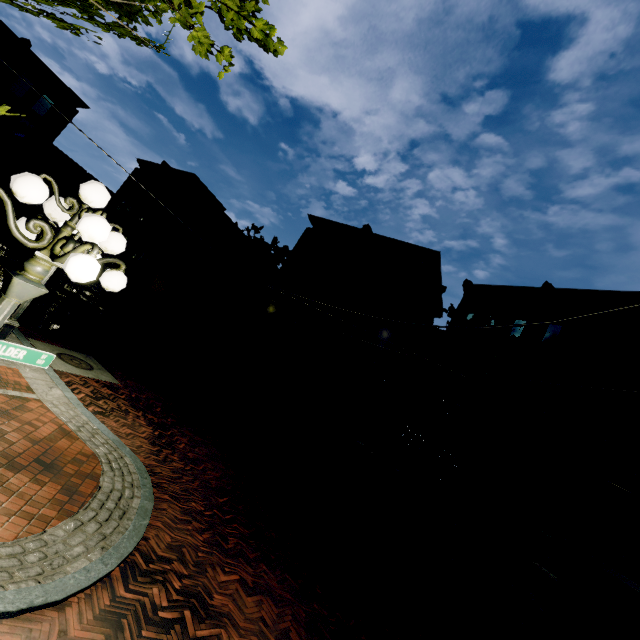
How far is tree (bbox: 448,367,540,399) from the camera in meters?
13.8 m

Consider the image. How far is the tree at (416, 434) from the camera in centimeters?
1405cm

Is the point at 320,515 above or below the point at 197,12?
below

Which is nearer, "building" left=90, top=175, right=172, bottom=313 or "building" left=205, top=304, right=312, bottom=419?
"building" left=205, top=304, right=312, bottom=419

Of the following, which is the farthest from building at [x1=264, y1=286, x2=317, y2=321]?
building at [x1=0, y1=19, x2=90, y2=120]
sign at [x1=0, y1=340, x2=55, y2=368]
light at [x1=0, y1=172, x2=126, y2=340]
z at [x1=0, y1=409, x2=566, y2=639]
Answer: sign at [x1=0, y1=340, x2=55, y2=368]

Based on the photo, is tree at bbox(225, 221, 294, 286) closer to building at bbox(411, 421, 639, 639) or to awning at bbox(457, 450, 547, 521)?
building at bbox(411, 421, 639, 639)

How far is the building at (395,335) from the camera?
19.5m

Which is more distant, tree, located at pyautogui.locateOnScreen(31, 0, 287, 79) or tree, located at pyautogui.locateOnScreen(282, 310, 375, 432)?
tree, located at pyautogui.locateOnScreen(282, 310, 375, 432)
